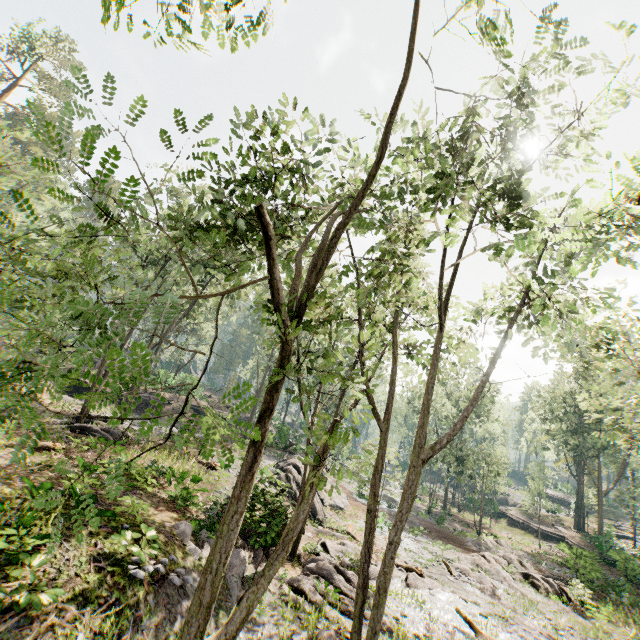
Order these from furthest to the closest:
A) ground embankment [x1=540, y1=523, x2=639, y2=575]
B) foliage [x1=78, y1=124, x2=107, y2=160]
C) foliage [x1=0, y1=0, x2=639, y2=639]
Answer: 1. ground embankment [x1=540, y1=523, x2=639, y2=575]
2. foliage [x1=0, y1=0, x2=639, y2=639]
3. foliage [x1=78, y1=124, x2=107, y2=160]

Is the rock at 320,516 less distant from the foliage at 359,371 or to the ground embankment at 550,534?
the foliage at 359,371

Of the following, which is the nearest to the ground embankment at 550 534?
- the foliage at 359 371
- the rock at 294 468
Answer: the foliage at 359 371

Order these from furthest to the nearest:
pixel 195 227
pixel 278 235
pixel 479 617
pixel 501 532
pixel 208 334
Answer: pixel 208 334
pixel 501 532
pixel 479 617
pixel 278 235
pixel 195 227

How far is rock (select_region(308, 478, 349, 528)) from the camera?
22.01m

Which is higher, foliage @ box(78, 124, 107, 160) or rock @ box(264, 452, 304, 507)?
foliage @ box(78, 124, 107, 160)

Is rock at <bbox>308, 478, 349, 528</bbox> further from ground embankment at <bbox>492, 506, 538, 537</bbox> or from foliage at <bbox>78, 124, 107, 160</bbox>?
ground embankment at <bbox>492, 506, 538, 537</bbox>

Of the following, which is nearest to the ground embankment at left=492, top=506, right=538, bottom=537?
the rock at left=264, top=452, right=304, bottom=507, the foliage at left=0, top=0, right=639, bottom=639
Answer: the foliage at left=0, top=0, right=639, bottom=639
